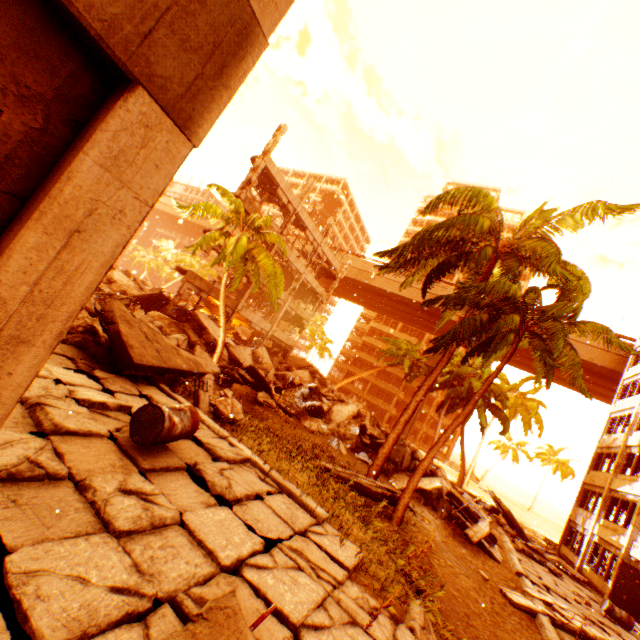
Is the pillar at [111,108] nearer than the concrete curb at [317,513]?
Yes

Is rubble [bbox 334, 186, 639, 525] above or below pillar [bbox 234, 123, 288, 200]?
below

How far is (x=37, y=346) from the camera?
1.3m

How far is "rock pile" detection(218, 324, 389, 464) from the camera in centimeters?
1652cm

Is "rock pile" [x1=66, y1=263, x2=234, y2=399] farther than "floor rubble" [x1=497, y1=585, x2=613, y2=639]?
No

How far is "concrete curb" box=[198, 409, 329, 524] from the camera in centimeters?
554cm

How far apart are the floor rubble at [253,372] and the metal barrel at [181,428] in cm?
1070

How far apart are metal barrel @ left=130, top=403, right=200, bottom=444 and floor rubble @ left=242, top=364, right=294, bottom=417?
10.70m
